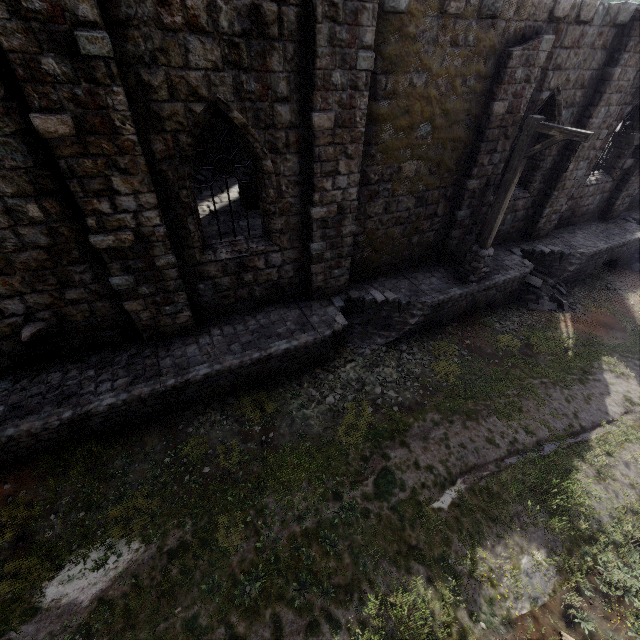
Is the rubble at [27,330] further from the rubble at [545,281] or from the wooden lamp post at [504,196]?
the rubble at [545,281]

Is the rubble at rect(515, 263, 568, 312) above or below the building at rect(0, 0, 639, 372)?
below

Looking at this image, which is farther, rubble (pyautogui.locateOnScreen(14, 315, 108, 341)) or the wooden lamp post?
the wooden lamp post

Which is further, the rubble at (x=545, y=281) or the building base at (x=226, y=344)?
the rubble at (x=545, y=281)

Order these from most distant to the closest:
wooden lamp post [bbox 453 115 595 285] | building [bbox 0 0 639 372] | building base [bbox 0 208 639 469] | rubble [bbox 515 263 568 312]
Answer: rubble [bbox 515 263 568 312] → wooden lamp post [bbox 453 115 595 285] → building base [bbox 0 208 639 469] → building [bbox 0 0 639 372]

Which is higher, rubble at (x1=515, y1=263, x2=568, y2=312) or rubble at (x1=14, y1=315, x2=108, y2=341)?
rubble at (x1=14, y1=315, x2=108, y2=341)

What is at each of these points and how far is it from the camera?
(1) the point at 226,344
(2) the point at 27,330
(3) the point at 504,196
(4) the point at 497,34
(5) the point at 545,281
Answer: (1) building base, 8.4m
(2) rubble, 6.9m
(3) wooden lamp post, 9.0m
(4) building, 7.7m
(5) rubble, 12.8m

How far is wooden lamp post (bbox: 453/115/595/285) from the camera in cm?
751
